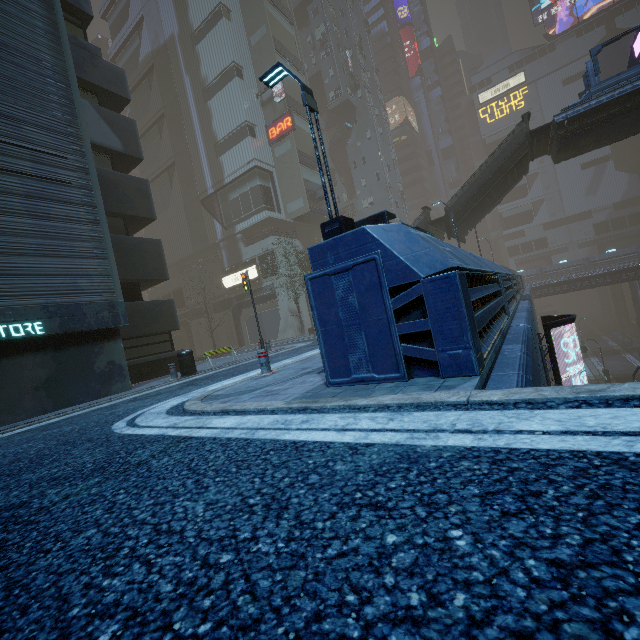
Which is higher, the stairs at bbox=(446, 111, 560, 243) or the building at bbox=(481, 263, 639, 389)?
the stairs at bbox=(446, 111, 560, 243)

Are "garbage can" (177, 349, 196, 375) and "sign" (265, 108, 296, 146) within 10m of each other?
no

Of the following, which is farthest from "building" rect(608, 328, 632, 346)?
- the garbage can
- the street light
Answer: the garbage can

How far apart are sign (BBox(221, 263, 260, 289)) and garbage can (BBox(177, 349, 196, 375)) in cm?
2055

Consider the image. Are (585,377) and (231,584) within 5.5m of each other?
no

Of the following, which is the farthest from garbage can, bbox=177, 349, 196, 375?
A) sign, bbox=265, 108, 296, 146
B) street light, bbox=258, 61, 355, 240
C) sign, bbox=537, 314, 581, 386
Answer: sign, bbox=265, 108, 296, 146

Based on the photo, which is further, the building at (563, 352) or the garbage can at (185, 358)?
the building at (563, 352)

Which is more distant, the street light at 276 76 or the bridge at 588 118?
the bridge at 588 118
